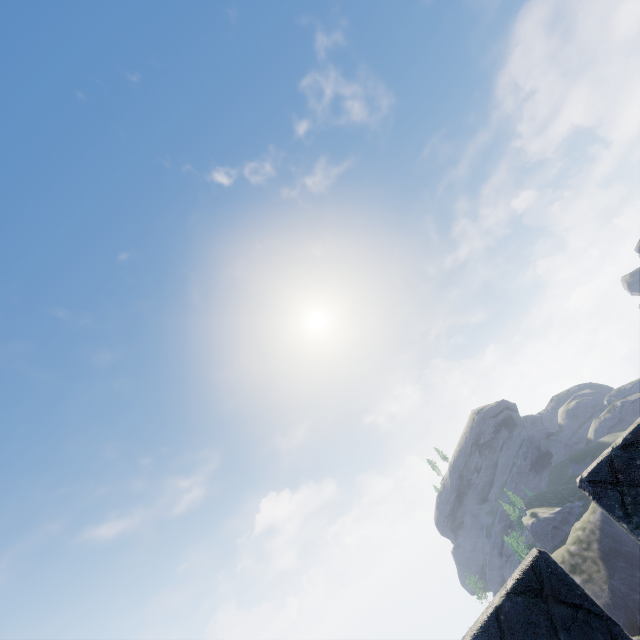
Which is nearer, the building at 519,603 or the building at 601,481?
the building at 519,603

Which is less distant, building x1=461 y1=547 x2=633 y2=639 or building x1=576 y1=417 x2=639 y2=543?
building x1=461 y1=547 x2=633 y2=639

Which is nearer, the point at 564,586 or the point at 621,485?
the point at 564,586
